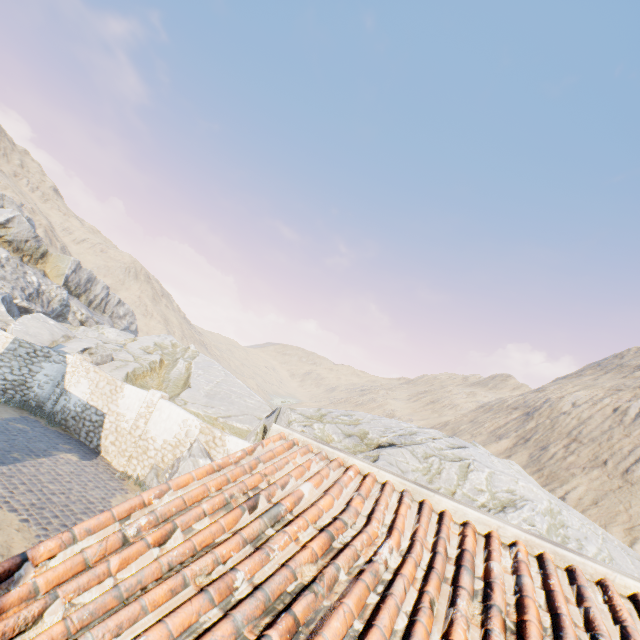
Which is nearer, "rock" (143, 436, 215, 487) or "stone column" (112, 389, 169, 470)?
"rock" (143, 436, 215, 487)

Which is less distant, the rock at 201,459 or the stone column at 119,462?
the rock at 201,459

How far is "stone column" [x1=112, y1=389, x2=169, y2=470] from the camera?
13.00m

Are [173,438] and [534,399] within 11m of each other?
no

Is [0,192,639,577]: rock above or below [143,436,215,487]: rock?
above

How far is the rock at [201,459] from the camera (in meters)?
11.19

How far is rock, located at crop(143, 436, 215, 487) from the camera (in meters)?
11.19
